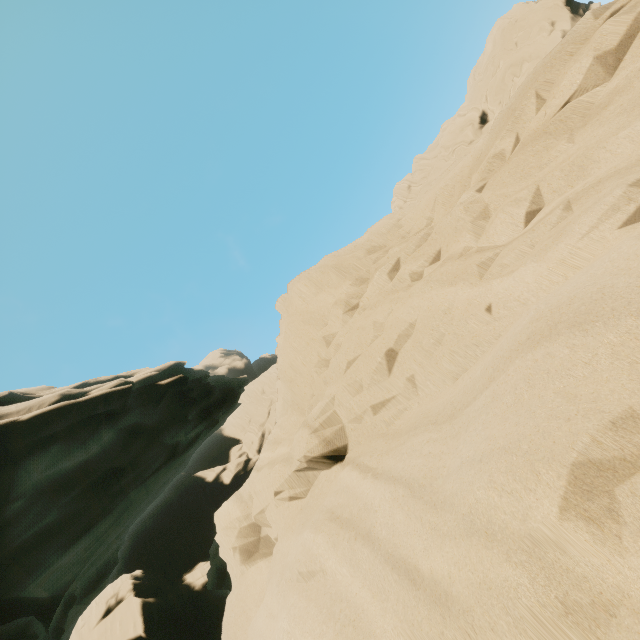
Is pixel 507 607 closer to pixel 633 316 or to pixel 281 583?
pixel 633 316
